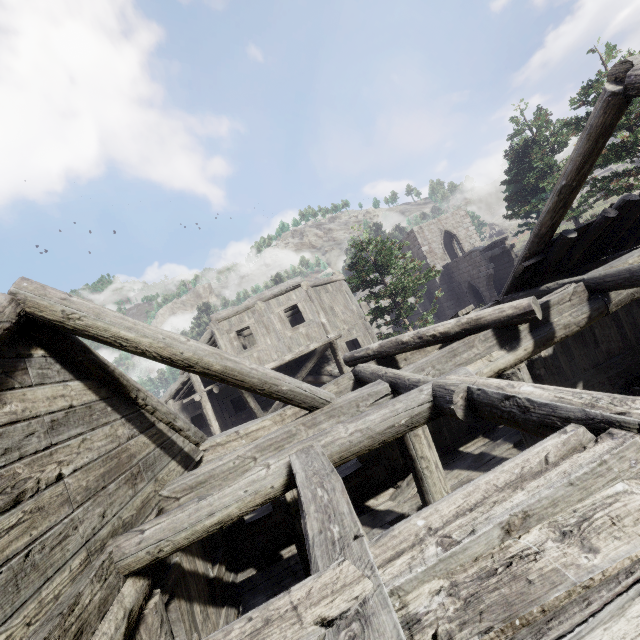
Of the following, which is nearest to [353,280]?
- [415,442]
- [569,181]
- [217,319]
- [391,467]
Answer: [217,319]
